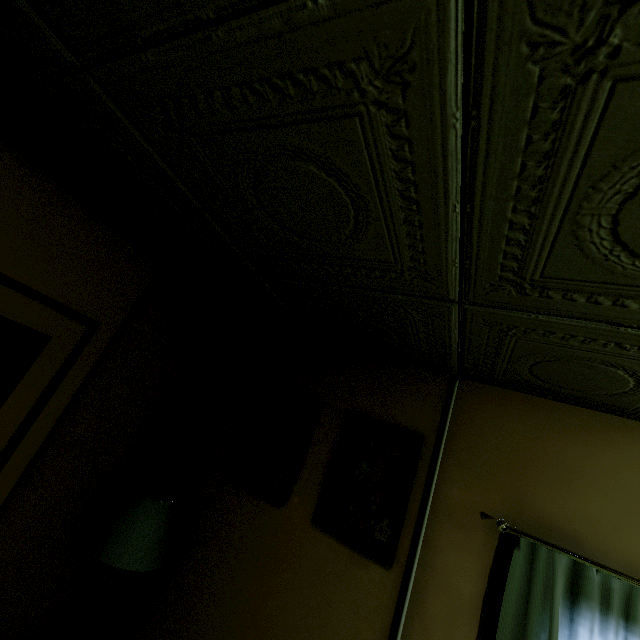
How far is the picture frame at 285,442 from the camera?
2.1m

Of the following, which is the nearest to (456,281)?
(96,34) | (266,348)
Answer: (96,34)

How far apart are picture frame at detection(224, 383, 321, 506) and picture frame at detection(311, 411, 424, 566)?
0.2m

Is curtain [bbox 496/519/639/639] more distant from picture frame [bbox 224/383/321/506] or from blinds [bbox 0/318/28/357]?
blinds [bbox 0/318/28/357]

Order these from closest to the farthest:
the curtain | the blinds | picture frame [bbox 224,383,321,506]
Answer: the curtain
picture frame [bbox 224,383,321,506]
the blinds

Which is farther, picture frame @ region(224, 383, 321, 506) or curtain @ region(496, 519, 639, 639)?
picture frame @ region(224, 383, 321, 506)

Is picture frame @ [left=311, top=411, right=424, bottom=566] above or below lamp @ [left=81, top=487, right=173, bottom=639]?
above

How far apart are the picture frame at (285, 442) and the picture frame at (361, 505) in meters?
0.2
